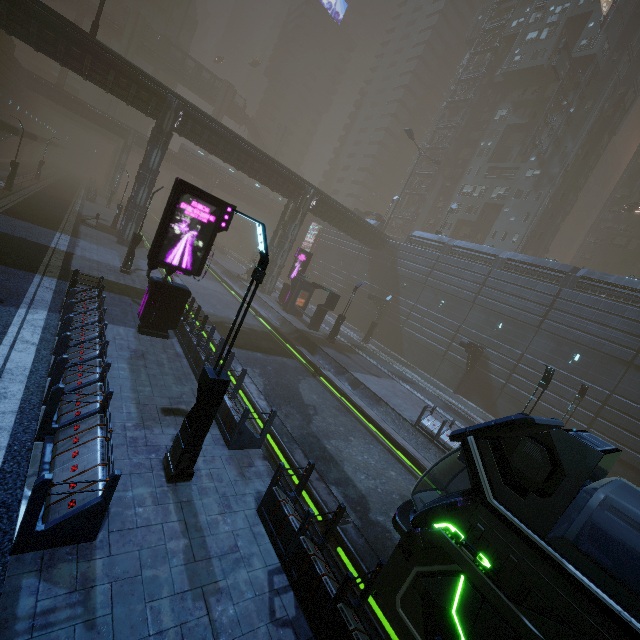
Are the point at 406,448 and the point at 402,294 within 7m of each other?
no

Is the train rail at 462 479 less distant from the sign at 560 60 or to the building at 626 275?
the building at 626 275

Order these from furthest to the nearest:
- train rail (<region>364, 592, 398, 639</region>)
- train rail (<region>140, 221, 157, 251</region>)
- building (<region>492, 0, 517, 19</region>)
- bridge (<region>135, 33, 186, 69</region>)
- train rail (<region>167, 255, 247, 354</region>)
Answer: bridge (<region>135, 33, 186, 69</region>), building (<region>492, 0, 517, 19</region>), train rail (<region>140, 221, 157, 251</region>), train rail (<region>167, 255, 247, 354</region>), train rail (<region>364, 592, 398, 639</region>)

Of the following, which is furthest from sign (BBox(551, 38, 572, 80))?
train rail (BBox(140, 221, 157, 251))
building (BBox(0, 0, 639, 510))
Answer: train rail (BBox(140, 221, 157, 251))

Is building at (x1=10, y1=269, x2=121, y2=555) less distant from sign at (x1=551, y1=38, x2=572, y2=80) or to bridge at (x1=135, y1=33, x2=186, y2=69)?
sign at (x1=551, y1=38, x2=572, y2=80)

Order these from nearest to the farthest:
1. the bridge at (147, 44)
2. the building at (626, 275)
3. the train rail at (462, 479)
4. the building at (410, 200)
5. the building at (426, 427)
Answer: the train rail at (462, 479) → the building at (426, 427) → the building at (626, 275) → the building at (410, 200) → the bridge at (147, 44)

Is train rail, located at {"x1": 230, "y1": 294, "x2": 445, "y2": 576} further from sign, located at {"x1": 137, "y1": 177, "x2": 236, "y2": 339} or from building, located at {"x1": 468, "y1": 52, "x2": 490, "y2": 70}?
sign, located at {"x1": 137, "y1": 177, "x2": 236, "y2": 339}
